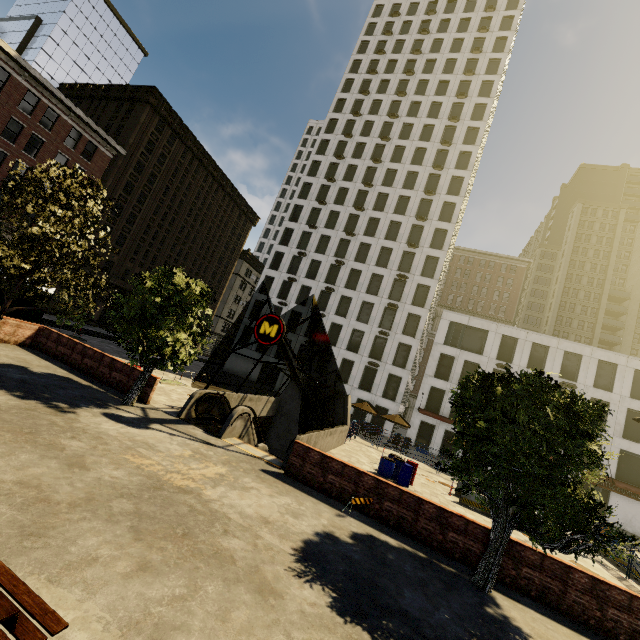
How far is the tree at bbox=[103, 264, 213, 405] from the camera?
11.8 meters

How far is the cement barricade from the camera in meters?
16.5 m

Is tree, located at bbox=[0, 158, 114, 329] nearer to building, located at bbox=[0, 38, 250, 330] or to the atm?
the atm

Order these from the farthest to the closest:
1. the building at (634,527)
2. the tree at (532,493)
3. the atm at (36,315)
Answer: the building at (634,527) → the atm at (36,315) → the tree at (532,493)

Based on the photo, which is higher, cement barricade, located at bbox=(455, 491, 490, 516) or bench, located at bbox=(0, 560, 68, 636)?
bench, located at bbox=(0, 560, 68, 636)

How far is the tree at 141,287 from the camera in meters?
11.8 m

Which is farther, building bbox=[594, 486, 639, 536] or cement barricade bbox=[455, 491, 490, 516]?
building bbox=[594, 486, 639, 536]

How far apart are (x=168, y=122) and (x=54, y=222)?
36.4 meters
